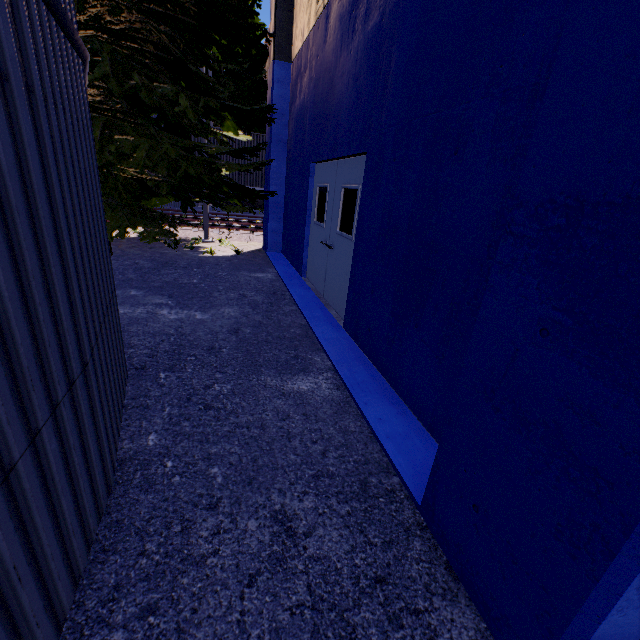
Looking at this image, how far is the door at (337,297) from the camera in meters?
4.9

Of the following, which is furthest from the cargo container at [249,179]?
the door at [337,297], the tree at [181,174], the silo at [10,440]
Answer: the silo at [10,440]

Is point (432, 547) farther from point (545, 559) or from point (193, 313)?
point (193, 313)

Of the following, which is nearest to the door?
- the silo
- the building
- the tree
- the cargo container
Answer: the building

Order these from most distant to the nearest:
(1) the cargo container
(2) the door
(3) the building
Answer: (1) the cargo container < (2) the door < (3) the building

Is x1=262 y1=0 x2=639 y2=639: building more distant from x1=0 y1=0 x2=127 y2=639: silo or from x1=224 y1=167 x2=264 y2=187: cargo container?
x1=224 y1=167 x2=264 y2=187: cargo container

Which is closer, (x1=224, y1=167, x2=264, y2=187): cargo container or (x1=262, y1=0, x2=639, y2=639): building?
(x1=262, y1=0, x2=639, y2=639): building

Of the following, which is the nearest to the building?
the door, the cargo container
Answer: the door
